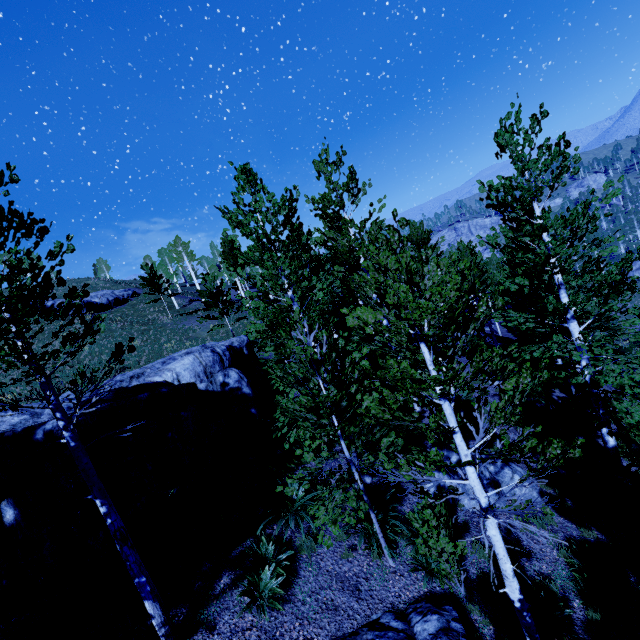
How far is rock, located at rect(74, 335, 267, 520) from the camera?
7.7m

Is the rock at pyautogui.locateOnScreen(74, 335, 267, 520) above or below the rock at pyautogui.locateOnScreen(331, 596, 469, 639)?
above

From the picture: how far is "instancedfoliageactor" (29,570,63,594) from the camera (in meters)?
6.38

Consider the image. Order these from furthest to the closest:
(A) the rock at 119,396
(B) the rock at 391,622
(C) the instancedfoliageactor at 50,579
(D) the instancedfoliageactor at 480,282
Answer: (A) the rock at 119,396
(C) the instancedfoliageactor at 50,579
(B) the rock at 391,622
(D) the instancedfoliageactor at 480,282

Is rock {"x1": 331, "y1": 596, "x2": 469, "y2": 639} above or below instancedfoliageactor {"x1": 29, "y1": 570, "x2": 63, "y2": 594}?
below

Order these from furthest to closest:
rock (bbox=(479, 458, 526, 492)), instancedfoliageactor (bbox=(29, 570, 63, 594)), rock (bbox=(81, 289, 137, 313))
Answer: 1. rock (bbox=(81, 289, 137, 313))
2. rock (bbox=(479, 458, 526, 492))
3. instancedfoliageactor (bbox=(29, 570, 63, 594))

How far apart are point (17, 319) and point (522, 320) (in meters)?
12.69

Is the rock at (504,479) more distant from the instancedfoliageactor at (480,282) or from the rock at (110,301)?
the rock at (110,301)
